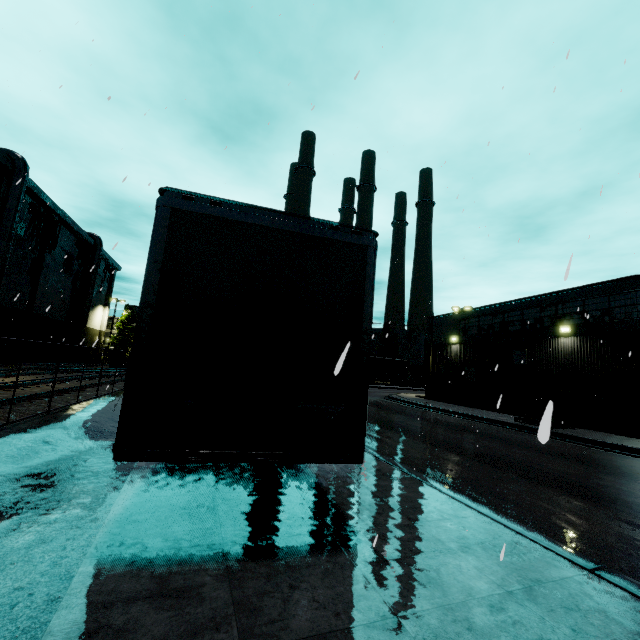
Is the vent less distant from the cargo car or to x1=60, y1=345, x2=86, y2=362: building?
x1=60, y1=345, x2=86, y2=362: building

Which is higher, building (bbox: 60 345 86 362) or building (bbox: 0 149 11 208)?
building (bbox: 0 149 11 208)

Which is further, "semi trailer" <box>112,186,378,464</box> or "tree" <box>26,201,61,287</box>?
"tree" <box>26,201,61,287</box>

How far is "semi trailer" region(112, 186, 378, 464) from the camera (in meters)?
3.26

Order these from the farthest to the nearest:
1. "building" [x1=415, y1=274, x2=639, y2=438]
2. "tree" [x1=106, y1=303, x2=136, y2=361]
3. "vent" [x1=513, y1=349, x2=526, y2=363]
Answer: "tree" [x1=106, y1=303, x2=136, y2=361] < "vent" [x1=513, y1=349, x2=526, y2=363] < "building" [x1=415, y1=274, x2=639, y2=438]

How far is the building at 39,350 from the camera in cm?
3077

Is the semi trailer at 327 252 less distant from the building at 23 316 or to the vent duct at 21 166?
the building at 23 316

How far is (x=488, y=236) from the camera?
5.1 meters
